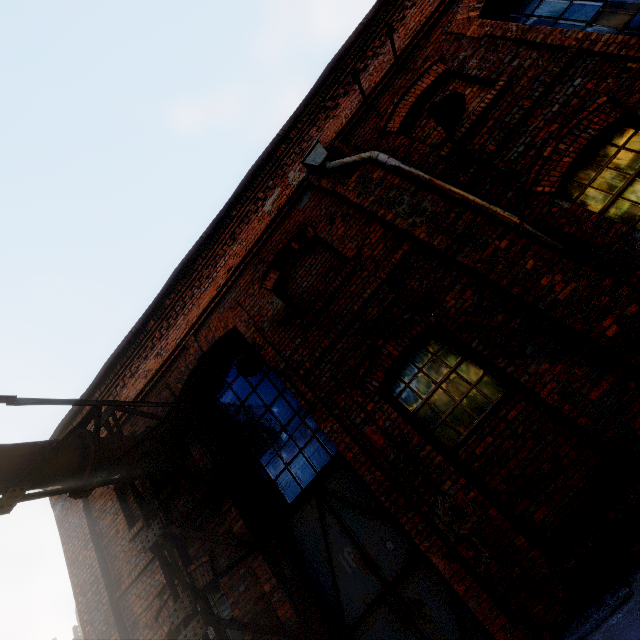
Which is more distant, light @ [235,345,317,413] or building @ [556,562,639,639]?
light @ [235,345,317,413]

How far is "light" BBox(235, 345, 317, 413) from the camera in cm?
450

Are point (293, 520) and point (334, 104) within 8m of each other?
yes

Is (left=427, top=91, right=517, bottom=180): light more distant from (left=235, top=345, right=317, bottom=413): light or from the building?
(left=235, top=345, right=317, bottom=413): light

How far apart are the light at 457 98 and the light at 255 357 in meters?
3.9

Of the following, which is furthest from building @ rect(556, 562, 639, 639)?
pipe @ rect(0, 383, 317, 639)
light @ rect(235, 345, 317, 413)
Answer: light @ rect(235, 345, 317, 413)

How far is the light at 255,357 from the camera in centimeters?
450cm

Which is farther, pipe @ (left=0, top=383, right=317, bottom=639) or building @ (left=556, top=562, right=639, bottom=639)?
pipe @ (left=0, top=383, right=317, bottom=639)
